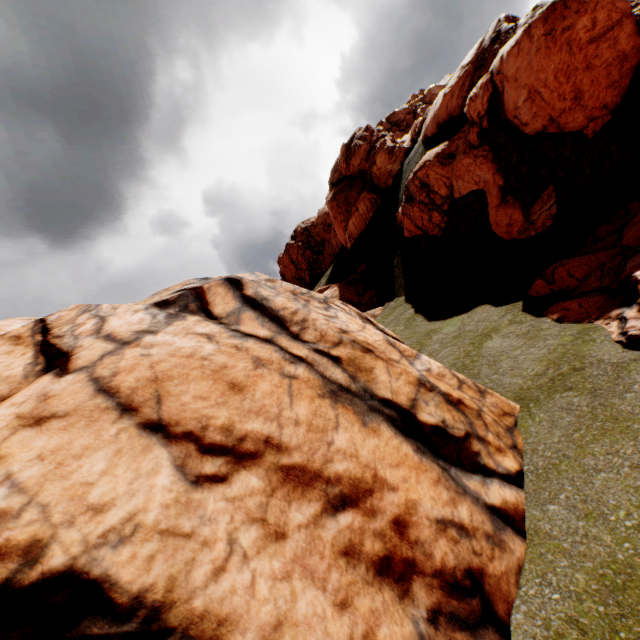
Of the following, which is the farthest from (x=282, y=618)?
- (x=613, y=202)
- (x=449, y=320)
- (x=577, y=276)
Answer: (x=613, y=202)

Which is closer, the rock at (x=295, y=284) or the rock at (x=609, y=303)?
the rock at (x=295, y=284)

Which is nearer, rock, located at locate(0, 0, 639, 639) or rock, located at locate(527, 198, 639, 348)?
rock, located at locate(0, 0, 639, 639)
